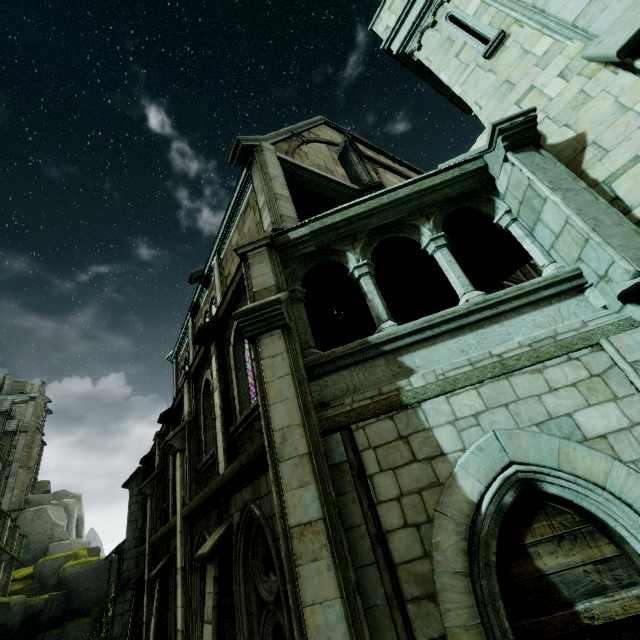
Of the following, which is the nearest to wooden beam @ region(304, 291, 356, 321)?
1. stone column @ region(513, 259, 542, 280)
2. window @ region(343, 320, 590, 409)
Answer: window @ region(343, 320, 590, 409)

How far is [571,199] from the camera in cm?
441

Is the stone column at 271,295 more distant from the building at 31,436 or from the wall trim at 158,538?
the building at 31,436

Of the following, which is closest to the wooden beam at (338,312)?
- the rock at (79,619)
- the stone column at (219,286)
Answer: the stone column at (219,286)

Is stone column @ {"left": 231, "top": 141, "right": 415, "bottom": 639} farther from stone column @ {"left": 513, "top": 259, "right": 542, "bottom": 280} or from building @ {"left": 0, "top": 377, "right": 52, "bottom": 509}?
building @ {"left": 0, "top": 377, "right": 52, "bottom": 509}

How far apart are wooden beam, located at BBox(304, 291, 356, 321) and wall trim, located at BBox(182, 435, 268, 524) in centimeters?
417cm

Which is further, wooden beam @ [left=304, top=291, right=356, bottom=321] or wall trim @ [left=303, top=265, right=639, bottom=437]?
wooden beam @ [left=304, top=291, right=356, bottom=321]

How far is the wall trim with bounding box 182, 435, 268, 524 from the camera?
4.3m
